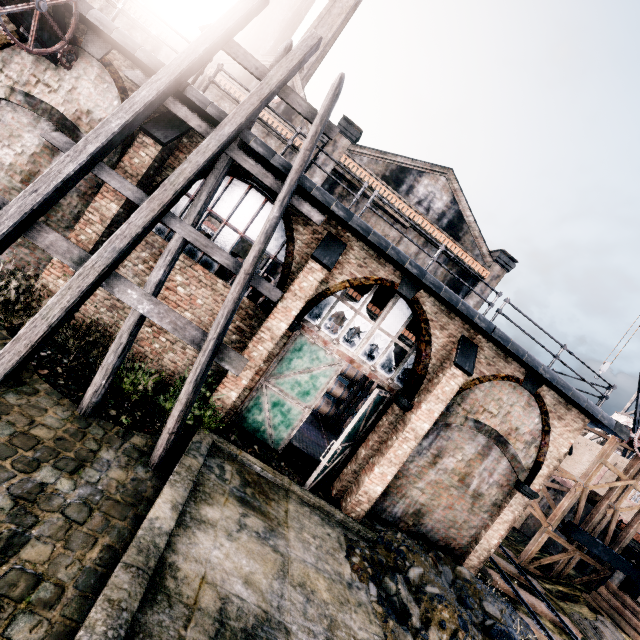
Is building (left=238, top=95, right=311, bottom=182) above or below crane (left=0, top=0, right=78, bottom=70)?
above

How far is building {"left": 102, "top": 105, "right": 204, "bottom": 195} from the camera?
9.2 meters

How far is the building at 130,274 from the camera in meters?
10.3 m

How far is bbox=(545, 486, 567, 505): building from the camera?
24.5 meters

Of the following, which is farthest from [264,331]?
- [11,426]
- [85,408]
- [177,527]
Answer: [11,426]

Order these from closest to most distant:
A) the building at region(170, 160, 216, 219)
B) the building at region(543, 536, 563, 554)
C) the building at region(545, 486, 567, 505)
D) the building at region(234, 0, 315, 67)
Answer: the building at region(170, 160, 216, 219), the building at region(543, 536, 563, 554), the building at region(545, 486, 567, 505), the building at region(234, 0, 315, 67)

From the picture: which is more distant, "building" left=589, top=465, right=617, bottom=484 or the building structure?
"building" left=589, top=465, right=617, bottom=484

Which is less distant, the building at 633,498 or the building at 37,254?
the building at 37,254
